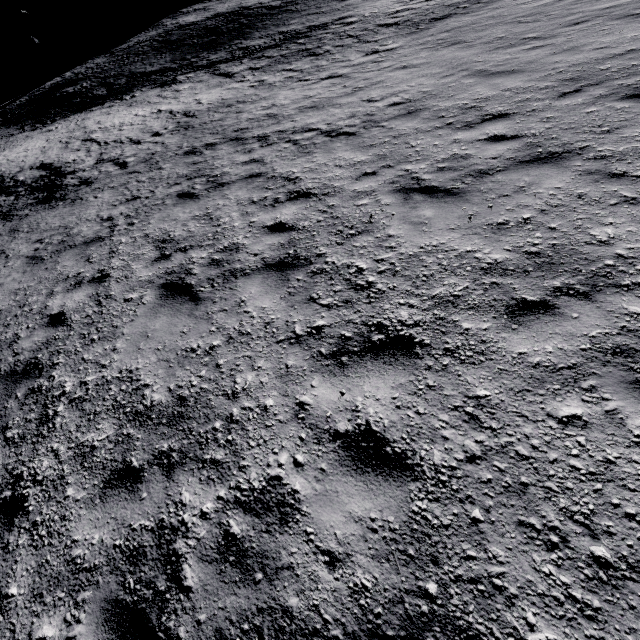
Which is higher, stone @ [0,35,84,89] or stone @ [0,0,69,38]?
stone @ [0,0,69,38]

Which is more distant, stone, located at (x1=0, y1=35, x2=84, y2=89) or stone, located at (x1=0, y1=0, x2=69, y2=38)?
stone, located at (x1=0, y1=0, x2=69, y2=38)

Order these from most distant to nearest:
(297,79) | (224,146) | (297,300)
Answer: (297,79) → (224,146) → (297,300)

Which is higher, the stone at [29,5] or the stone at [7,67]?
the stone at [29,5]

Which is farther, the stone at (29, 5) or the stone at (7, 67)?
the stone at (29, 5)
